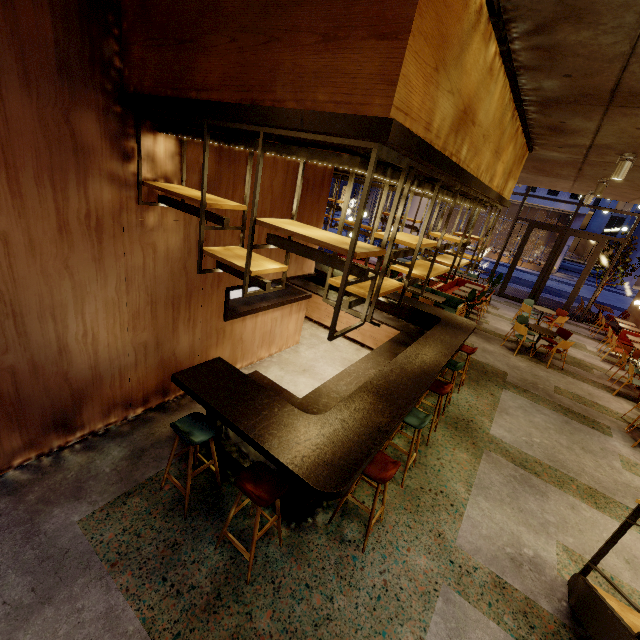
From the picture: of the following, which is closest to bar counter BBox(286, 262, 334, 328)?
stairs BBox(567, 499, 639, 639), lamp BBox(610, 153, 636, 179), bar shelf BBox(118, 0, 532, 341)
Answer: bar shelf BBox(118, 0, 532, 341)

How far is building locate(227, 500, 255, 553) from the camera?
3.2 meters

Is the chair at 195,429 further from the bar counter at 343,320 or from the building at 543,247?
the building at 543,247

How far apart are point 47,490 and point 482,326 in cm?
1134

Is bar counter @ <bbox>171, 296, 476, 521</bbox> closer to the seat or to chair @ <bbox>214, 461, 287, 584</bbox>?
chair @ <bbox>214, 461, 287, 584</bbox>

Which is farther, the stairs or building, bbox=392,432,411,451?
building, bbox=392,432,411,451

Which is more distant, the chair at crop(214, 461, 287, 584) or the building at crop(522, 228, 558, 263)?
the building at crop(522, 228, 558, 263)

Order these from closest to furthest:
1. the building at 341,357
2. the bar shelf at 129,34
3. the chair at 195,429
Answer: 1. the bar shelf at 129,34
2. the chair at 195,429
3. the building at 341,357
